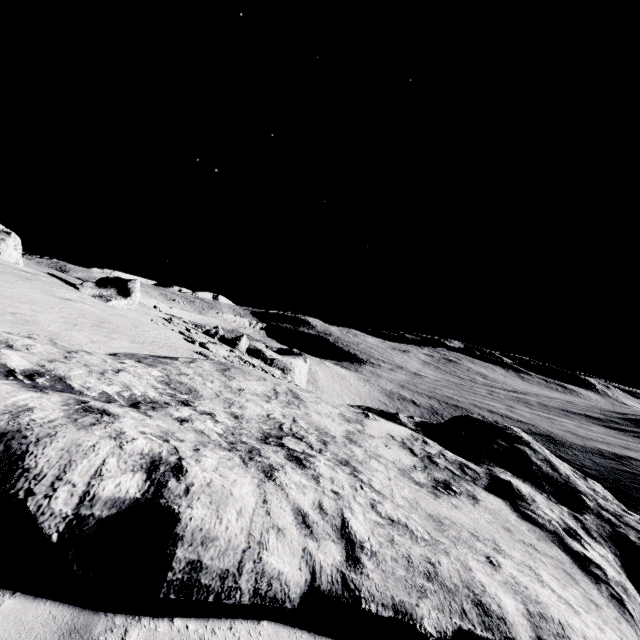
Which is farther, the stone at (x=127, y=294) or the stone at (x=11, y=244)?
the stone at (x=127, y=294)

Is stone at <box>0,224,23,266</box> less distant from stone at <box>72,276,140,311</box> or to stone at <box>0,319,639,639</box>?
stone at <box>72,276,140,311</box>

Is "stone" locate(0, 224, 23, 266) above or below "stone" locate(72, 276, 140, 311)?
above

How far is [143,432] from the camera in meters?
4.5

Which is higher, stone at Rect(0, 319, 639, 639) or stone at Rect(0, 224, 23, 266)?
stone at Rect(0, 224, 23, 266)

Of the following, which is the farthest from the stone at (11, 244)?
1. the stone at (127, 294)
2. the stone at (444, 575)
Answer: the stone at (444, 575)

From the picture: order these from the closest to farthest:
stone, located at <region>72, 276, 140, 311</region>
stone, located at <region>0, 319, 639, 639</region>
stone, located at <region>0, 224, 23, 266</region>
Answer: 1. stone, located at <region>0, 319, 639, 639</region>
2. stone, located at <region>0, 224, 23, 266</region>
3. stone, located at <region>72, 276, 140, 311</region>
